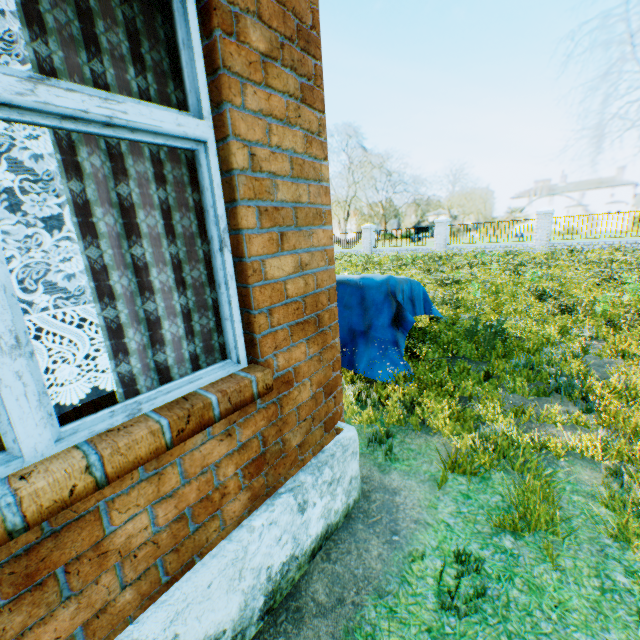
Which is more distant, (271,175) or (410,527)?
(410,527)

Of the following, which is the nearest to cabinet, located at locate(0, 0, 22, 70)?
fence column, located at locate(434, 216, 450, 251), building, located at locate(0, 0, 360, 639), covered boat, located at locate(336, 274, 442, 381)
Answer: building, located at locate(0, 0, 360, 639)

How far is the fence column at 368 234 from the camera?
24.4m

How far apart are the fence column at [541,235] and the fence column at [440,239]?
4.7 meters

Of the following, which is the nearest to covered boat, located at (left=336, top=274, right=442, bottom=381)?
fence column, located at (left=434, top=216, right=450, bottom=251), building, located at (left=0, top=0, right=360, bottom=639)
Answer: building, located at (left=0, top=0, right=360, bottom=639)

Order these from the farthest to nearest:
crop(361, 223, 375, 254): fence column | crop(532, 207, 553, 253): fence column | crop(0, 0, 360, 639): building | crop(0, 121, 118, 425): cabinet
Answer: crop(361, 223, 375, 254): fence column, crop(532, 207, 553, 253): fence column, crop(0, 121, 118, 425): cabinet, crop(0, 0, 360, 639): building

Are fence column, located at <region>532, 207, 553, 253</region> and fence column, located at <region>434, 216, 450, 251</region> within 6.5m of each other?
yes

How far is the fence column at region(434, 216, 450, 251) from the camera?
21.03m
